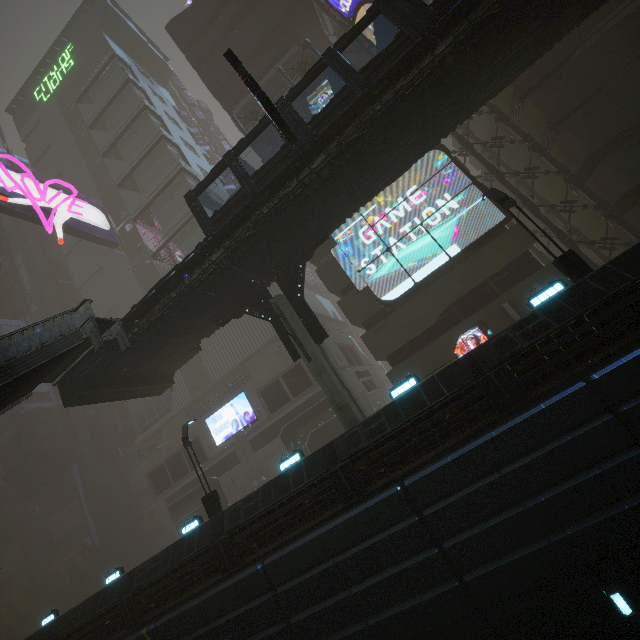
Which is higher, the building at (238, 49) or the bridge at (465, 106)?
the building at (238, 49)

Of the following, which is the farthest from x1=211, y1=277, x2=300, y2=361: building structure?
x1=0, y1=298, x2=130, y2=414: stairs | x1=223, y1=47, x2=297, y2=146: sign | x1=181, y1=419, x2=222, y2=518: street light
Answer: x1=181, y1=419, x2=222, y2=518: street light

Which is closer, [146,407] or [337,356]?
[337,356]

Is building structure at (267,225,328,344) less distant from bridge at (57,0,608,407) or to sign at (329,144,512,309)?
bridge at (57,0,608,407)

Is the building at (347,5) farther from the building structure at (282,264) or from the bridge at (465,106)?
the bridge at (465,106)

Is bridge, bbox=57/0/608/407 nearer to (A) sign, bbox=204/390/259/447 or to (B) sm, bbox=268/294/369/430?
(A) sign, bbox=204/390/259/447

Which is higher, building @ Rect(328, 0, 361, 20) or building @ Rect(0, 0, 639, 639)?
building @ Rect(328, 0, 361, 20)

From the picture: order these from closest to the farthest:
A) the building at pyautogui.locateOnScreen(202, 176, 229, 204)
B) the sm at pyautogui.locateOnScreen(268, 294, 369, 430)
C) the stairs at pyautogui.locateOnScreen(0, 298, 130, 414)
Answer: the stairs at pyautogui.locateOnScreen(0, 298, 130, 414), the sm at pyautogui.locateOnScreen(268, 294, 369, 430), the building at pyautogui.locateOnScreen(202, 176, 229, 204)
